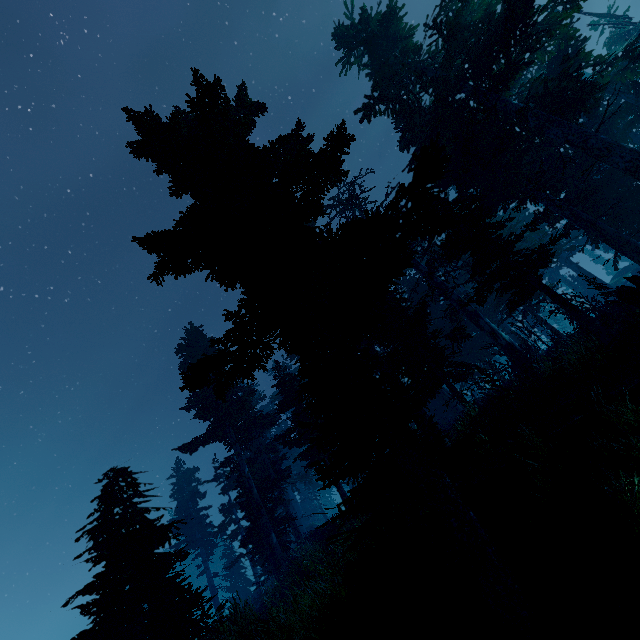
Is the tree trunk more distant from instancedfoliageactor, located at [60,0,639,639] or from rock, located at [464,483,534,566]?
rock, located at [464,483,534,566]

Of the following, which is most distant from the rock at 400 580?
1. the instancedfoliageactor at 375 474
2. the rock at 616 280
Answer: the rock at 616 280

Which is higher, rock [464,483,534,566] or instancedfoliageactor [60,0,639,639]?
instancedfoliageactor [60,0,639,639]

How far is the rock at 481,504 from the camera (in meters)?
5.27

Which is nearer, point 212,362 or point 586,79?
point 212,362

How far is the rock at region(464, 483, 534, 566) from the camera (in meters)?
5.27
